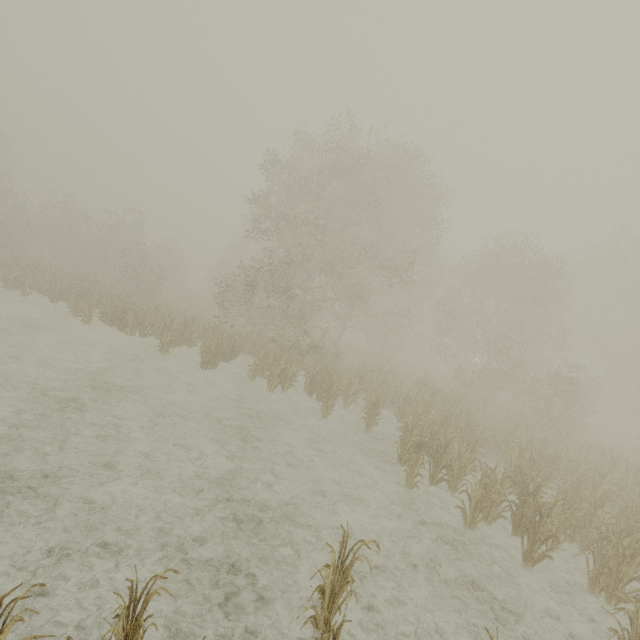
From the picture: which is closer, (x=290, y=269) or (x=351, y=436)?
(x=351, y=436)

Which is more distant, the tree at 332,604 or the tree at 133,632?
the tree at 332,604

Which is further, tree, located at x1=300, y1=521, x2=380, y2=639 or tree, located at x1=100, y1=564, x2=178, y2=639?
tree, located at x1=300, y1=521, x2=380, y2=639
